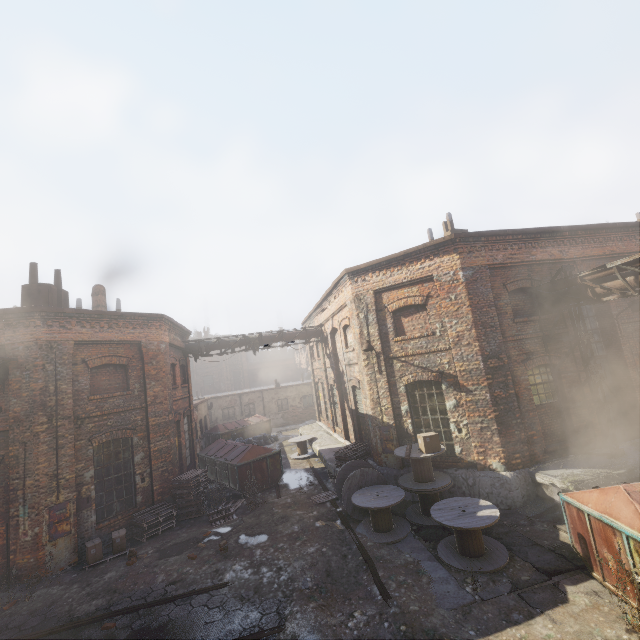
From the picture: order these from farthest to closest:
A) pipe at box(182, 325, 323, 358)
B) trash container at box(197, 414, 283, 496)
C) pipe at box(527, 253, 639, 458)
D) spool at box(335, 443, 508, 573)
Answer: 1. pipe at box(182, 325, 323, 358)
2. trash container at box(197, 414, 283, 496)
3. pipe at box(527, 253, 639, 458)
4. spool at box(335, 443, 508, 573)

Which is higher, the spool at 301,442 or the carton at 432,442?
the carton at 432,442

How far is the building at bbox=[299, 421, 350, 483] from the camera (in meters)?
13.85

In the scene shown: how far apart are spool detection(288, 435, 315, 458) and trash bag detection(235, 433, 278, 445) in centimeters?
390cm

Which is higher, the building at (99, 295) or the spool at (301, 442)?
the building at (99, 295)

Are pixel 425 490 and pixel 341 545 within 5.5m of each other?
yes

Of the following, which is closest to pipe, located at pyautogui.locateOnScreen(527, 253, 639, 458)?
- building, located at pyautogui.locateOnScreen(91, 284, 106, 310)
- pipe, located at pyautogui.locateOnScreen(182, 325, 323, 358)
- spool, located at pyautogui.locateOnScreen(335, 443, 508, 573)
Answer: spool, located at pyautogui.locateOnScreen(335, 443, 508, 573)

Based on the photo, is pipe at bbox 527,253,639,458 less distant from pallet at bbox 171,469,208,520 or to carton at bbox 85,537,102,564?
pallet at bbox 171,469,208,520
